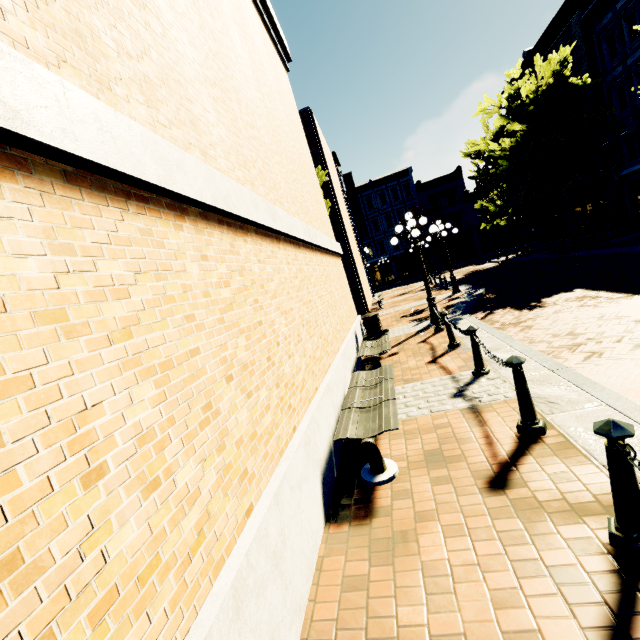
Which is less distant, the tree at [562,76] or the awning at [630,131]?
the tree at [562,76]

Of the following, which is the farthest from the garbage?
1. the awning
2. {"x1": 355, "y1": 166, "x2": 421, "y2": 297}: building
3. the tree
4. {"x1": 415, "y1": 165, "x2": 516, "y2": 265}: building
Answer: {"x1": 415, "y1": 165, "x2": 516, "y2": 265}: building

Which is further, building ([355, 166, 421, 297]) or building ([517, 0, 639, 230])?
building ([355, 166, 421, 297])

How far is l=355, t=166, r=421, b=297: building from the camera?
41.2m

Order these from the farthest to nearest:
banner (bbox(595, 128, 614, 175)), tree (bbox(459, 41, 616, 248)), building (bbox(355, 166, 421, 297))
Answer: building (bbox(355, 166, 421, 297)) → banner (bbox(595, 128, 614, 175)) → tree (bbox(459, 41, 616, 248))

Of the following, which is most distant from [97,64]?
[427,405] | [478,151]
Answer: [478,151]

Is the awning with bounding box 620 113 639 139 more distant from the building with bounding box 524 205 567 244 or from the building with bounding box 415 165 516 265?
the building with bounding box 415 165 516 265

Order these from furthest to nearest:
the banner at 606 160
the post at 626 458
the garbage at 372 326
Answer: the banner at 606 160, the garbage at 372 326, the post at 626 458
